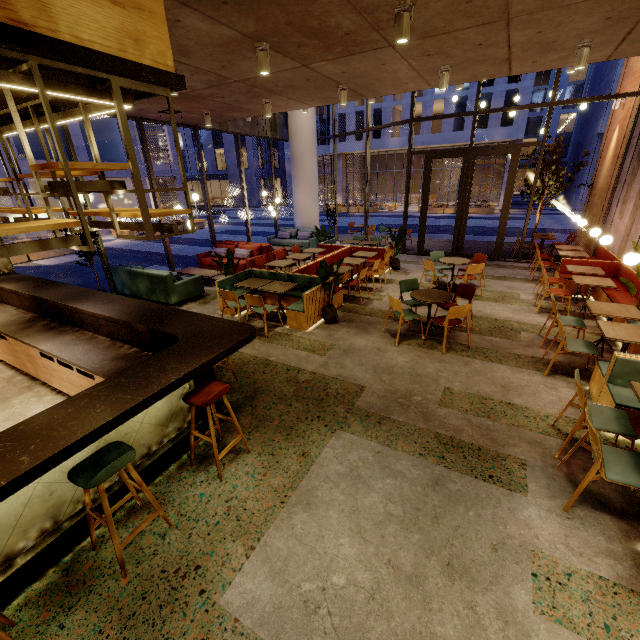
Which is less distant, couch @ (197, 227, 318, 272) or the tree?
the tree

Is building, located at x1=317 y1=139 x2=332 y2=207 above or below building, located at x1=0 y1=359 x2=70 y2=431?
above

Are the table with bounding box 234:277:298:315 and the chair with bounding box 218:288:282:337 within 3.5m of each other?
yes

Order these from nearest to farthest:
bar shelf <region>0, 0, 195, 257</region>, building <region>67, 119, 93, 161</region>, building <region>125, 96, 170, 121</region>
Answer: bar shelf <region>0, 0, 195, 257</region>, building <region>125, 96, 170, 121</region>, building <region>67, 119, 93, 161</region>

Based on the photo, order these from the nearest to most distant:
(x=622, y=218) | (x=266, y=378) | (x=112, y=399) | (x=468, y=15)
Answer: (x=112, y=399)
(x=468, y=15)
(x=266, y=378)
(x=622, y=218)

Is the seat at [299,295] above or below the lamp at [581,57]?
below

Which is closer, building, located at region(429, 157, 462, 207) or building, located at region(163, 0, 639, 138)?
building, located at region(163, 0, 639, 138)

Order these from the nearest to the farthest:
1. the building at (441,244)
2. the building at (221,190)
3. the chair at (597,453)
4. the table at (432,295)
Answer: the chair at (597,453) → the table at (432,295) → the building at (441,244) → the building at (221,190)
